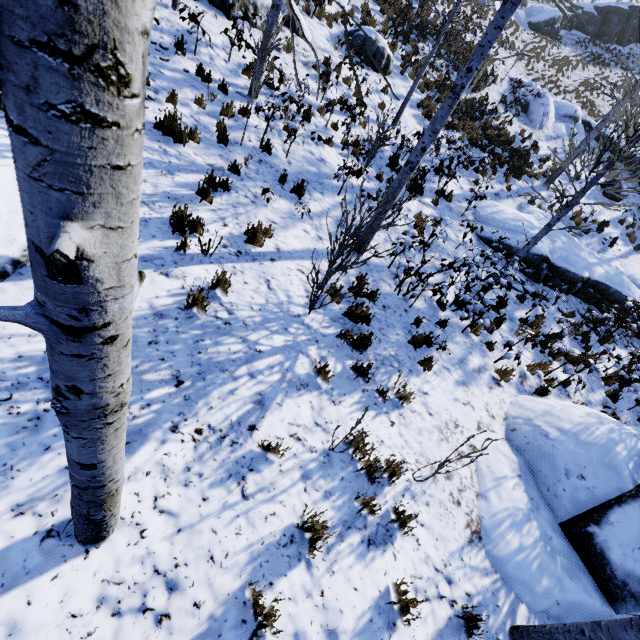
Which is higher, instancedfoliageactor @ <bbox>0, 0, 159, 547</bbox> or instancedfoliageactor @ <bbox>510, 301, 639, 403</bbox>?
instancedfoliageactor @ <bbox>0, 0, 159, 547</bbox>

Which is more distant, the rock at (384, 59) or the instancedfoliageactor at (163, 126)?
the rock at (384, 59)

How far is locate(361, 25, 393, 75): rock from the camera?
11.9 meters

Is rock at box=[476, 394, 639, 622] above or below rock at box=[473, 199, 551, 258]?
below

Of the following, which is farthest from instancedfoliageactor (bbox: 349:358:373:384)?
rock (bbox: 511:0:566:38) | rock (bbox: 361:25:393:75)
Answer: rock (bbox: 511:0:566:38)

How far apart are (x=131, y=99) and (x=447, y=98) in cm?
604

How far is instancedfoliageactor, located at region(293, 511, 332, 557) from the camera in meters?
3.1

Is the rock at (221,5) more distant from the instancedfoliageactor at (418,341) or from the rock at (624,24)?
the rock at (624,24)
